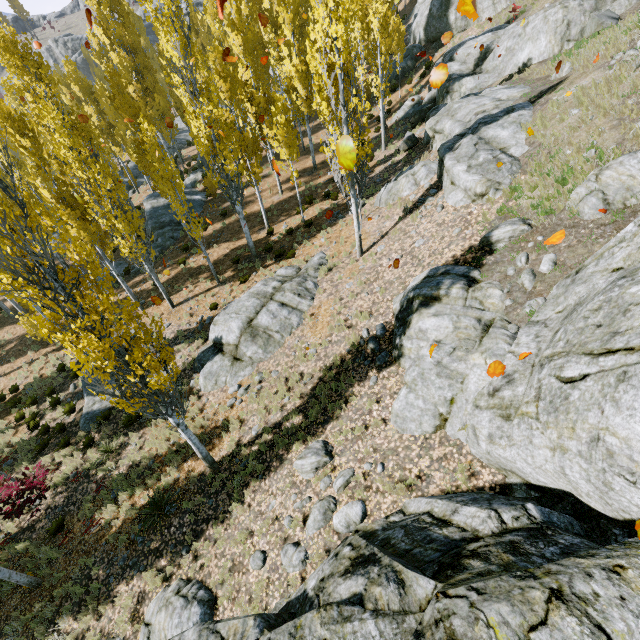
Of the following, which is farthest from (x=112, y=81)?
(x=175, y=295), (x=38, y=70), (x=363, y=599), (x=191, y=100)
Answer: (x=363, y=599)

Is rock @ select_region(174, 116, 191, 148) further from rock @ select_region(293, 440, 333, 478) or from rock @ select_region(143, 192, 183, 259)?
rock @ select_region(293, 440, 333, 478)

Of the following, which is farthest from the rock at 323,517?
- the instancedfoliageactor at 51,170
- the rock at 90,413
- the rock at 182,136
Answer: the rock at 182,136

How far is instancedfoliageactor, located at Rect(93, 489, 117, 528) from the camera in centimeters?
1057cm

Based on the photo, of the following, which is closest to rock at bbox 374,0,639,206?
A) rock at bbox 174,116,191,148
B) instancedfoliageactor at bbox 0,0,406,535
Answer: instancedfoliageactor at bbox 0,0,406,535

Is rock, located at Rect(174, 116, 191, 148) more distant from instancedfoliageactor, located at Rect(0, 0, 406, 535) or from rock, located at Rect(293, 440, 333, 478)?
rock, located at Rect(293, 440, 333, 478)

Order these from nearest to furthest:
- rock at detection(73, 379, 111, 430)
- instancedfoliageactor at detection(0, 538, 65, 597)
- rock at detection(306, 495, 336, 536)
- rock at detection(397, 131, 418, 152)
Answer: rock at detection(306, 495, 336, 536), instancedfoliageactor at detection(0, 538, 65, 597), rock at detection(73, 379, 111, 430), rock at detection(397, 131, 418, 152)

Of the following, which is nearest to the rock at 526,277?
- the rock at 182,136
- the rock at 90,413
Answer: the rock at 90,413
